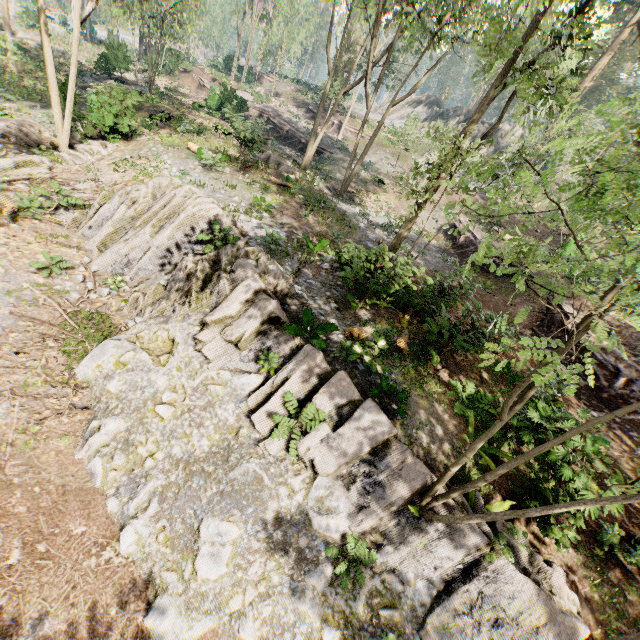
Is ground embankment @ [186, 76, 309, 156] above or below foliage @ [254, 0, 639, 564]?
below

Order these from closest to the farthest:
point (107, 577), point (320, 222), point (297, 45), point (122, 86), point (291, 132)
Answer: point (107, 577), point (320, 222), point (122, 86), point (291, 132), point (297, 45)

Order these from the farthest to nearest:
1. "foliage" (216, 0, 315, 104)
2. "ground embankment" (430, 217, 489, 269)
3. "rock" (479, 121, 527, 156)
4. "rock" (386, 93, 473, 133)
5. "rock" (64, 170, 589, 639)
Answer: "rock" (386, 93, 473, 133) → "rock" (479, 121, 527, 156) → "foliage" (216, 0, 315, 104) → "ground embankment" (430, 217, 489, 269) → "rock" (64, 170, 589, 639)

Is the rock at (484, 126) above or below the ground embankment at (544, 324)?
above

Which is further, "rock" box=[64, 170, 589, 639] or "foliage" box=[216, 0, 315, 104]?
"foliage" box=[216, 0, 315, 104]

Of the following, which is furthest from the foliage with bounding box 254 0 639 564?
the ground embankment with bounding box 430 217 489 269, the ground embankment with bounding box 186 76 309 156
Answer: the ground embankment with bounding box 430 217 489 269

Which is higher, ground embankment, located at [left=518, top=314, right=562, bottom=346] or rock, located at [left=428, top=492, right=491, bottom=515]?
ground embankment, located at [left=518, top=314, right=562, bottom=346]

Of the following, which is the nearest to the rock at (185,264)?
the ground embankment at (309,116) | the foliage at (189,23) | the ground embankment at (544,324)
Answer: the foliage at (189,23)
